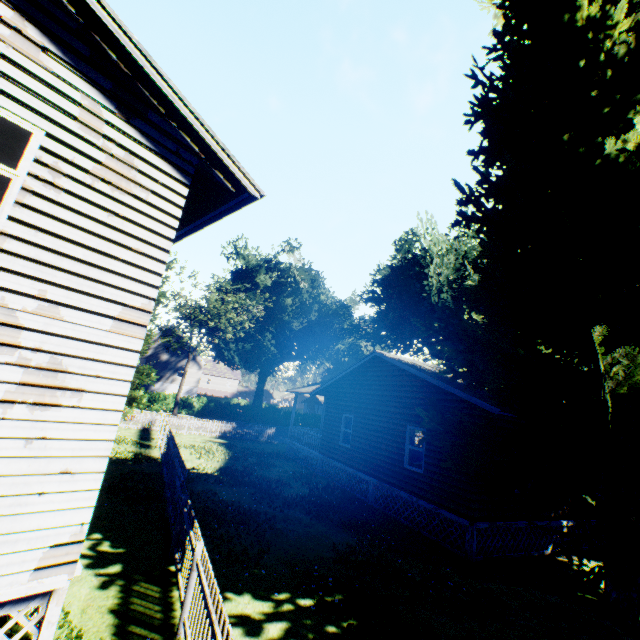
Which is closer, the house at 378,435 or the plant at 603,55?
the plant at 603,55

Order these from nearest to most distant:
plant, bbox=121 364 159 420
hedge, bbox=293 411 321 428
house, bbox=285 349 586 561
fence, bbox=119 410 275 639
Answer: fence, bbox=119 410 275 639 → house, bbox=285 349 586 561 → plant, bbox=121 364 159 420 → hedge, bbox=293 411 321 428

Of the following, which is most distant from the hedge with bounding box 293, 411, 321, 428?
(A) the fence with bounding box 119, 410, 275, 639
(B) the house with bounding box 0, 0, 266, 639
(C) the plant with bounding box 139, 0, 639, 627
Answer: (B) the house with bounding box 0, 0, 266, 639

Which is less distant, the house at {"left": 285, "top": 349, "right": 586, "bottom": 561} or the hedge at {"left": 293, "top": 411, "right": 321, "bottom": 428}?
the house at {"left": 285, "top": 349, "right": 586, "bottom": 561}

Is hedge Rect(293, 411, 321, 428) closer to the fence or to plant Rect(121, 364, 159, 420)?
plant Rect(121, 364, 159, 420)

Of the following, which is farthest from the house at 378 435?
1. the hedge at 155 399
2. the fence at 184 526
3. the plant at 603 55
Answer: the hedge at 155 399

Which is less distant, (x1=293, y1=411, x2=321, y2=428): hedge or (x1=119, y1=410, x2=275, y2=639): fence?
(x1=119, y1=410, x2=275, y2=639): fence

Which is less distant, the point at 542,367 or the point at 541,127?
the point at 542,367
